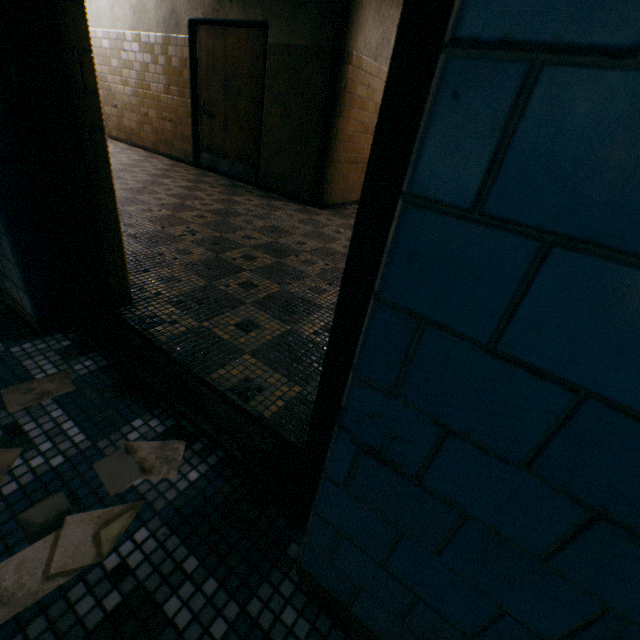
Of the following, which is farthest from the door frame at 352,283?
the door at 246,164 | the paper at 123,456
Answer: Result: the door at 246,164

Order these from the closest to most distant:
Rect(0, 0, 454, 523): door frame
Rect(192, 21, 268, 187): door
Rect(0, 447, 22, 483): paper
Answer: Rect(0, 0, 454, 523): door frame, Rect(0, 447, 22, 483): paper, Rect(192, 21, 268, 187): door

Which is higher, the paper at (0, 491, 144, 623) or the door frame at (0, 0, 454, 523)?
the door frame at (0, 0, 454, 523)

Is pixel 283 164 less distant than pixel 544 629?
No

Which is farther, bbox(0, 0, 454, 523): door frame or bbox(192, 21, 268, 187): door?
bbox(192, 21, 268, 187): door

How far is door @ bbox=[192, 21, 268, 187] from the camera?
4.9 meters

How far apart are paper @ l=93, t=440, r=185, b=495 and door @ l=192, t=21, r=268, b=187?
5.23m
